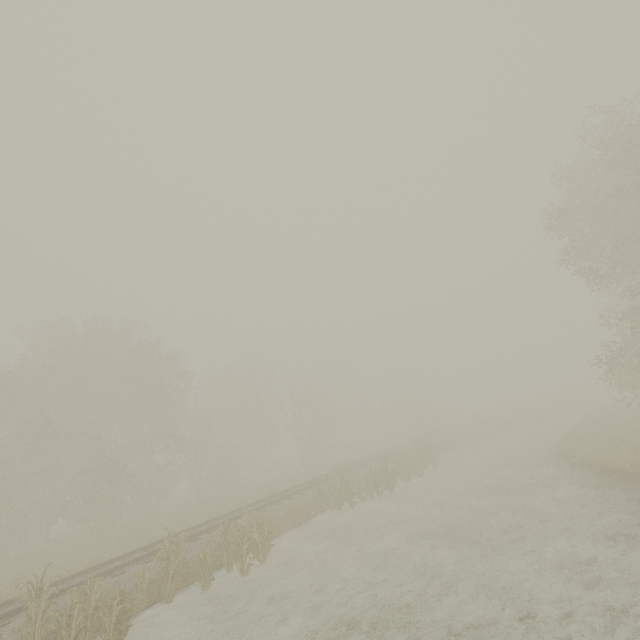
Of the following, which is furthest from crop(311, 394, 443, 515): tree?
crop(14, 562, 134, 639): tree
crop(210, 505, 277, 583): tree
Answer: crop(14, 562, 134, 639): tree

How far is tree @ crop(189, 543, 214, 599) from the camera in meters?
10.2 m

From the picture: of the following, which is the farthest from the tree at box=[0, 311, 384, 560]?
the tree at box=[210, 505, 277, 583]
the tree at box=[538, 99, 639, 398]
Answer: the tree at box=[210, 505, 277, 583]

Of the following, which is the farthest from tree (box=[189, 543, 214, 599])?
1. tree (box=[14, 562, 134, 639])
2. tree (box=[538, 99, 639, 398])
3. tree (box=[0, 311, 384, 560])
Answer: tree (box=[538, 99, 639, 398])

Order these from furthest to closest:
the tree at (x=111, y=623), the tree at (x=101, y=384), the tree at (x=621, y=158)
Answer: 1. the tree at (x=101, y=384)
2. the tree at (x=621, y=158)
3. the tree at (x=111, y=623)

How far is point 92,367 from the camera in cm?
2445

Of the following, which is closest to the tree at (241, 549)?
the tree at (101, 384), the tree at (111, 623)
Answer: the tree at (111, 623)
